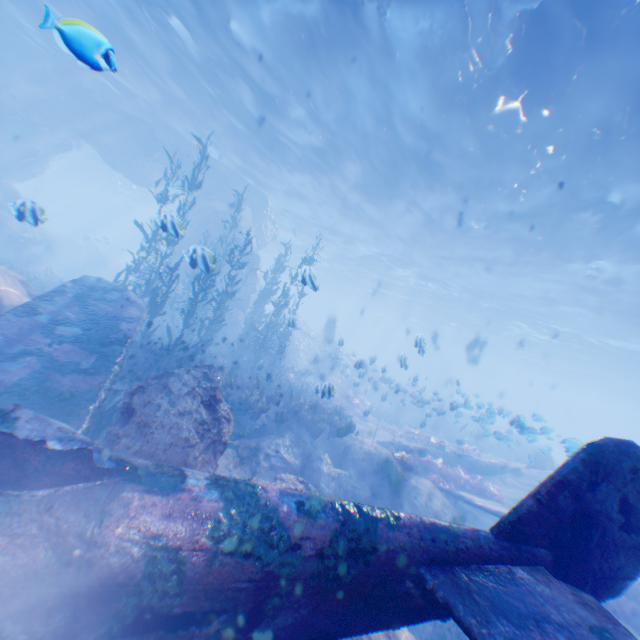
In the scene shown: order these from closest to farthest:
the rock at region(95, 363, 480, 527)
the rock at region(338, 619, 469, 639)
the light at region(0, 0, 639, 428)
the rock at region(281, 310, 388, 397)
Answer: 1. the rock at region(338, 619, 469, 639)
2. the rock at region(95, 363, 480, 527)
3. the light at region(0, 0, 639, 428)
4. the rock at region(281, 310, 388, 397)

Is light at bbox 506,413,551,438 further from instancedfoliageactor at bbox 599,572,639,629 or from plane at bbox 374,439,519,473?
instancedfoliageactor at bbox 599,572,639,629

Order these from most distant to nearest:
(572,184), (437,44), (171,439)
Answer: (572,184) < (437,44) < (171,439)

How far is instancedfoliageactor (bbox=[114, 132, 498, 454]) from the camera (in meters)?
9.27

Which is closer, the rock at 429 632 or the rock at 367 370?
the rock at 429 632

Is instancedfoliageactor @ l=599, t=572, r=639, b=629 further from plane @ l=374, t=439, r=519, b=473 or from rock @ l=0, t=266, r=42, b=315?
plane @ l=374, t=439, r=519, b=473

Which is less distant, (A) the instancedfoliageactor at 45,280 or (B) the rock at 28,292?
(B) the rock at 28,292

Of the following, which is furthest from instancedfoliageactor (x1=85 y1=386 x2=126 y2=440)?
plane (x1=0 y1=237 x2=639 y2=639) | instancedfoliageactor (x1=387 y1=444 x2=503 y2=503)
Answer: instancedfoliageactor (x1=387 y1=444 x2=503 y2=503)
